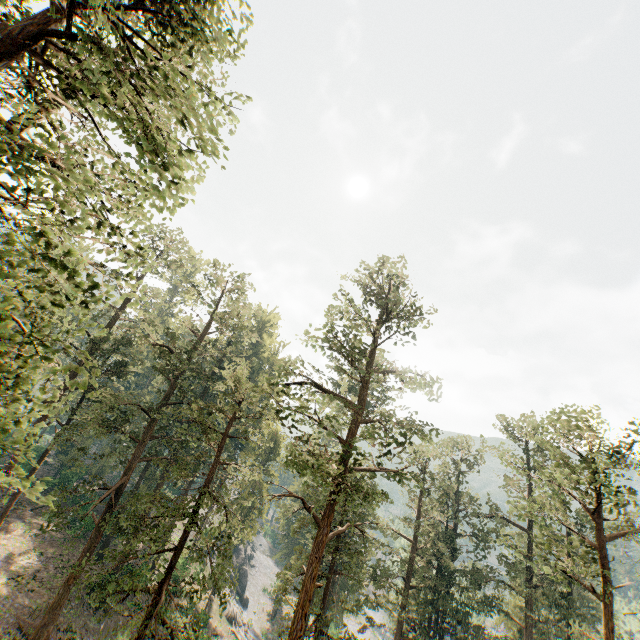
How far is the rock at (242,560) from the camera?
49.3m

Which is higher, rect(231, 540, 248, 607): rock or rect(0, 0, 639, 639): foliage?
rect(0, 0, 639, 639): foliage

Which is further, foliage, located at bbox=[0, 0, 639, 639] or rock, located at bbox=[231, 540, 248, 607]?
rock, located at bbox=[231, 540, 248, 607]

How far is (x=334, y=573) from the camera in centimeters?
2184cm

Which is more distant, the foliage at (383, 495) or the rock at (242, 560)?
the rock at (242, 560)

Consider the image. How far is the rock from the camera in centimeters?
4931cm
